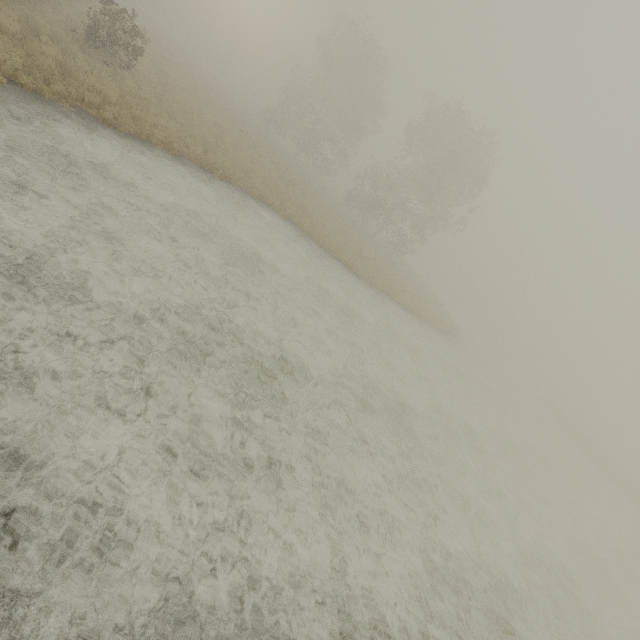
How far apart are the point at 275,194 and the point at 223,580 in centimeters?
1804cm
